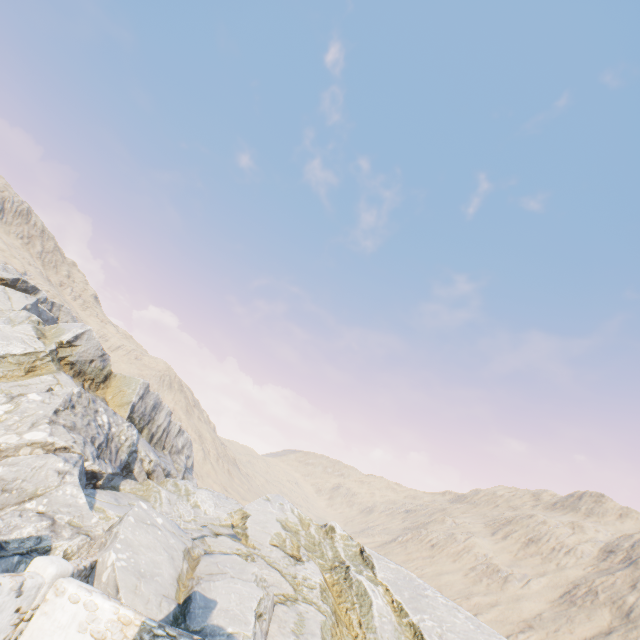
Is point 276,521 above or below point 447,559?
below

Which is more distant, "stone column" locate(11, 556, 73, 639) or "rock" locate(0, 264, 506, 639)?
"rock" locate(0, 264, 506, 639)

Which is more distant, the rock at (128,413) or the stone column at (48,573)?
the rock at (128,413)
